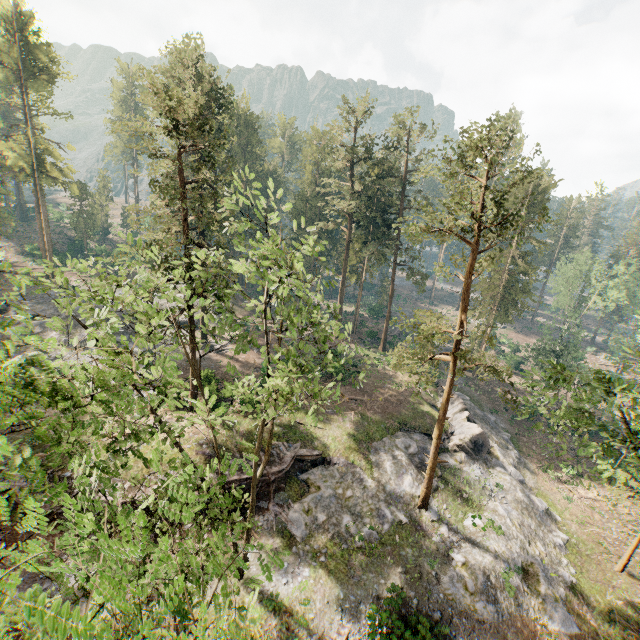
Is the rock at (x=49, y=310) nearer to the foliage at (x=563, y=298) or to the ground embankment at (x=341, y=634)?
the foliage at (x=563, y=298)

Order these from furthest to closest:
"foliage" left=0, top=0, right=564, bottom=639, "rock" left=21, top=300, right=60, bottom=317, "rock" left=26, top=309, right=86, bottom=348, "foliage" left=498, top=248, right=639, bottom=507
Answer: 1. "rock" left=21, top=300, right=60, bottom=317
2. "rock" left=26, top=309, right=86, bottom=348
3. "foliage" left=498, top=248, right=639, bottom=507
4. "foliage" left=0, top=0, right=564, bottom=639

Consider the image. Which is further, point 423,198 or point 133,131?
point 423,198

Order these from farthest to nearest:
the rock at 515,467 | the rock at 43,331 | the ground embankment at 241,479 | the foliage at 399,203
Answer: the rock at 43,331
the ground embankment at 241,479
the rock at 515,467
the foliage at 399,203

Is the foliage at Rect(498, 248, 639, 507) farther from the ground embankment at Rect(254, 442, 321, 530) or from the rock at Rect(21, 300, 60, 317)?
the ground embankment at Rect(254, 442, 321, 530)

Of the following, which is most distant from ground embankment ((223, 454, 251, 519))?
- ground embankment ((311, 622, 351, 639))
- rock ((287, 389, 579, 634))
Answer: ground embankment ((311, 622, 351, 639))

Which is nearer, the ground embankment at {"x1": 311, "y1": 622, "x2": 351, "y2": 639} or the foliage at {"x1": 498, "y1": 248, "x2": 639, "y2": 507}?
the foliage at {"x1": 498, "y1": 248, "x2": 639, "y2": 507}
